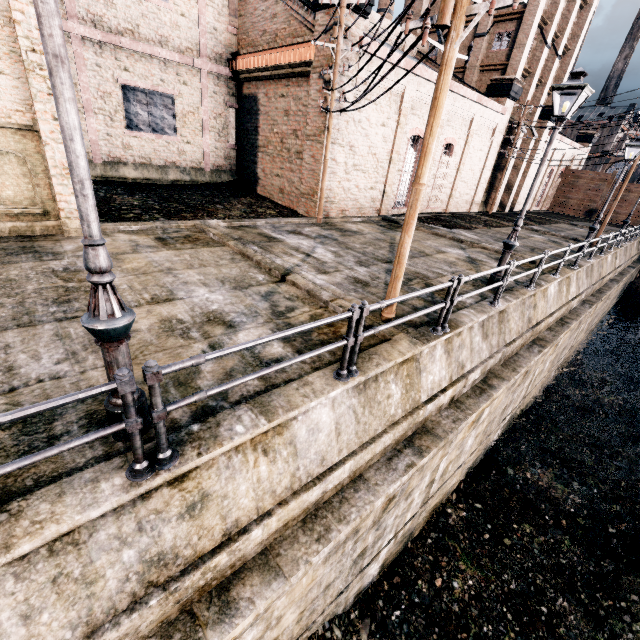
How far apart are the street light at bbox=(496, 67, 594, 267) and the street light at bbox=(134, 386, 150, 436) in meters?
10.0

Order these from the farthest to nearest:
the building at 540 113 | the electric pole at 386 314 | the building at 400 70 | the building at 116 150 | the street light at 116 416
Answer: the building at 540 113, the building at 400 70, the building at 116 150, the electric pole at 386 314, the street light at 116 416

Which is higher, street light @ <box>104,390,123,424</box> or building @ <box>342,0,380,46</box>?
building @ <box>342,0,380,46</box>

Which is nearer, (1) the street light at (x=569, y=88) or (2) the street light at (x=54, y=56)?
(2) the street light at (x=54, y=56)

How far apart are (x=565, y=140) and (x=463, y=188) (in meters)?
21.16

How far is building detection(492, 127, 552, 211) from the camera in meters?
31.2

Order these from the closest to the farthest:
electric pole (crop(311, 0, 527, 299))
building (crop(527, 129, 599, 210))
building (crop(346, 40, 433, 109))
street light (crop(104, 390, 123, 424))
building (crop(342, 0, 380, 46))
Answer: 1. street light (crop(104, 390, 123, 424))
2. electric pole (crop(311, 0, 527, 299))
3. building (crop(342, 0, 380, 46))
4. building (crop(346, 40, 433, 109))
5. building (crop(527, 129, 599, 210))
